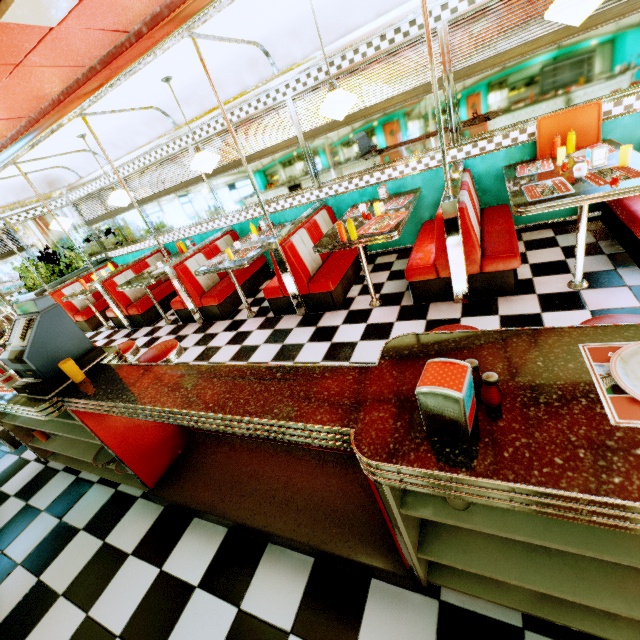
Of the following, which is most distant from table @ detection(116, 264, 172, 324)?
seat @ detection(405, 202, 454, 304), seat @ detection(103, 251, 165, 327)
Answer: seat @ detection(405, 202, 454, 304)

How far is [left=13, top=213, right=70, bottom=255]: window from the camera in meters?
7.3 m

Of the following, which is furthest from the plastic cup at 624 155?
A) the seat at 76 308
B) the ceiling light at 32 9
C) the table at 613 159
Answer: the seat at 76 308

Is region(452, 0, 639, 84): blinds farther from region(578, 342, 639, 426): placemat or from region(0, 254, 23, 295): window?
region(0, 254, 23, 295): window

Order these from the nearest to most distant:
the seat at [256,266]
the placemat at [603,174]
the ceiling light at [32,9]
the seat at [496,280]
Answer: the ceiling light at [32,9], the placemat at [603,174], the seat at [496,280], the seat at [256,266]

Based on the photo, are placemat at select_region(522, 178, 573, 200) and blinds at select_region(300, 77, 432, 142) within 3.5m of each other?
yes

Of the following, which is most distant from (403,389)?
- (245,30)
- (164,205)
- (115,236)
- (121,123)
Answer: (115,236)

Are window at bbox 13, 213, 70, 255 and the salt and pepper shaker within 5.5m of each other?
no
